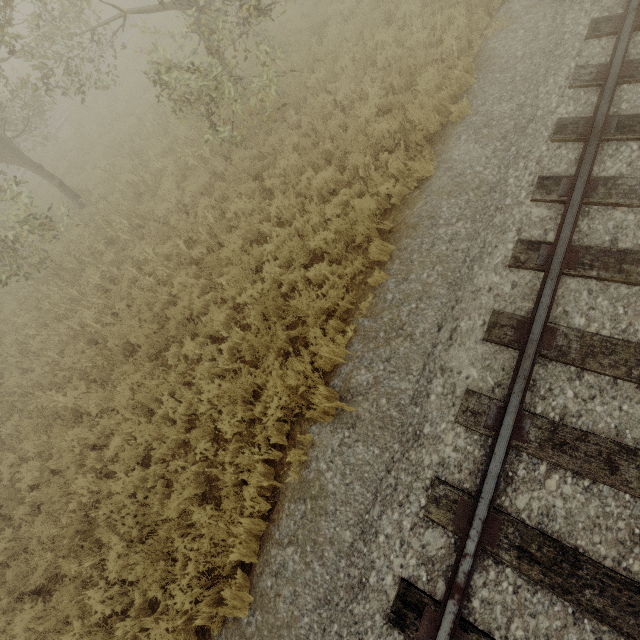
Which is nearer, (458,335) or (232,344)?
(458,335)
